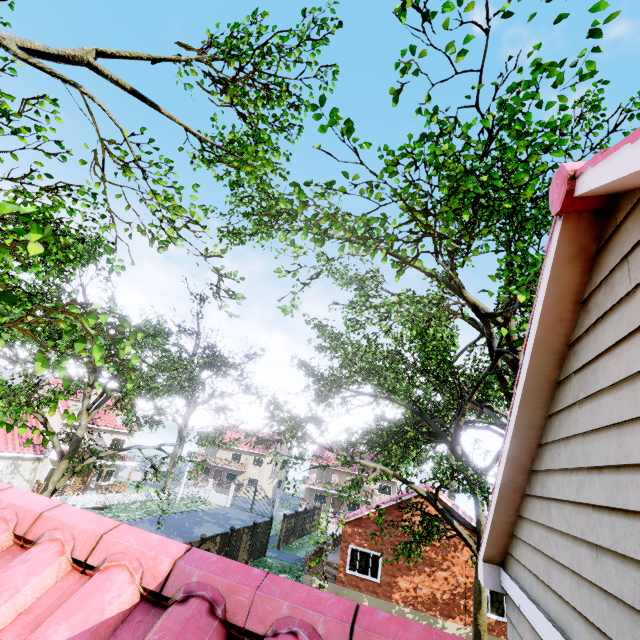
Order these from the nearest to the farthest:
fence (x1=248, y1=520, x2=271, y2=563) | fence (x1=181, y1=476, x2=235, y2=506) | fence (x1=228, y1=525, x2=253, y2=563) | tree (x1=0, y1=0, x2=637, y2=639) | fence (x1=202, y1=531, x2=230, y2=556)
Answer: tree (x1=0, y1=0, x2=637, y2=639) → fence (x1=202, y1=531, x2=230, y2=556) → fence (x1=228, y1=525, x2=253, y2=563) → fence (x1=248, y1=520, x2=271, y2=563) → fence (x1=181, y1=476, x2=235, y2=506)

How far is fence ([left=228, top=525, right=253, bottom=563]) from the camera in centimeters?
1966cm

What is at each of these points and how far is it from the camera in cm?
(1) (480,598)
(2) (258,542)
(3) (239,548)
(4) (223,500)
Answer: (1) tree, 953
(2) fence, 2280
(3) fence, 2041
(4) fence, 4031

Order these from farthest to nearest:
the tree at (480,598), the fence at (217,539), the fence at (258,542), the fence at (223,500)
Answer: the fence at (223,500)
the fence at (258,542)
the fence at (217,539)
the tree at (480,598)

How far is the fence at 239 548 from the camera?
19.66m

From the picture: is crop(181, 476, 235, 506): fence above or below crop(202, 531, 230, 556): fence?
below

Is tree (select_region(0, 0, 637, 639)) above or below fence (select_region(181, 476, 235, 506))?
above
